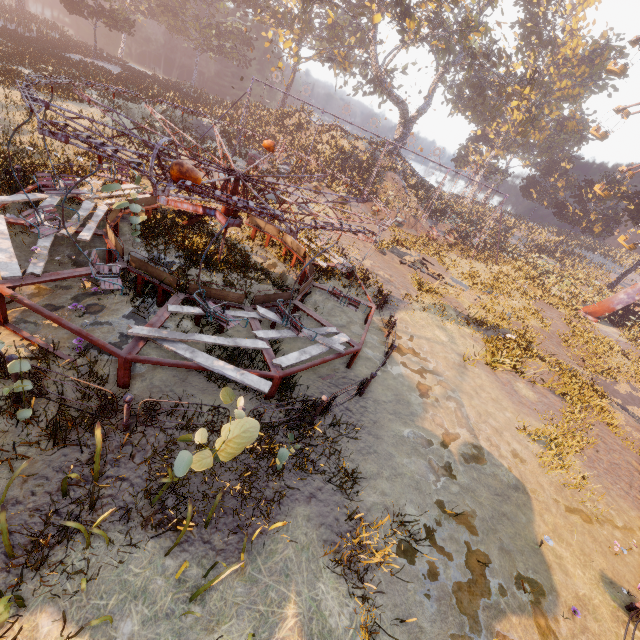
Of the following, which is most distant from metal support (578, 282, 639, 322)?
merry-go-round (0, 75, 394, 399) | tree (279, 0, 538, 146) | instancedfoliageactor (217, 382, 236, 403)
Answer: instancedfoliageactor (217, 382, 236, 403)

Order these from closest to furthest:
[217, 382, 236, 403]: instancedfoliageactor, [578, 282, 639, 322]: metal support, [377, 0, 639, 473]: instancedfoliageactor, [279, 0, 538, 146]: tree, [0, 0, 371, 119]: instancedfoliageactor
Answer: [217, 382, 236, 403]: instancedfoliageactor < [377, 0, 639, 473]: instancedfoliageactor < [0, 0, 371, 119]: instancedfoliageactor < [578, 282, 639, 322]: metal support < [279, 0, 538, 146]: tree

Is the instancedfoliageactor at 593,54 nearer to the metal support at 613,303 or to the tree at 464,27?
the metal support at 613,303

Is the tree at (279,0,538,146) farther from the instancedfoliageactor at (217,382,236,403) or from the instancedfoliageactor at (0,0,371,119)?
the instancedfoliageactor at (217,382,236,403)

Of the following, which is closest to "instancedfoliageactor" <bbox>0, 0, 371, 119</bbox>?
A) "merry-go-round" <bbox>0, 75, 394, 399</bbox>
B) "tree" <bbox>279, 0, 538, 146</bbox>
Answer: "merry-go-round" <bbox>0, 75, 394, 399</bbox>

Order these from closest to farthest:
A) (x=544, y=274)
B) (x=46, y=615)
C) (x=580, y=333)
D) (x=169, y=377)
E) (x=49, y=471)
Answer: (x=46, y=615), (x=49, y=471), (x=169, y=377), (x=580, y=333), (x=544, y=274)

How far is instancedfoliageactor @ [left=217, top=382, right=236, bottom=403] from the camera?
3.8 meters

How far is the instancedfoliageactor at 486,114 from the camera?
49.1m
